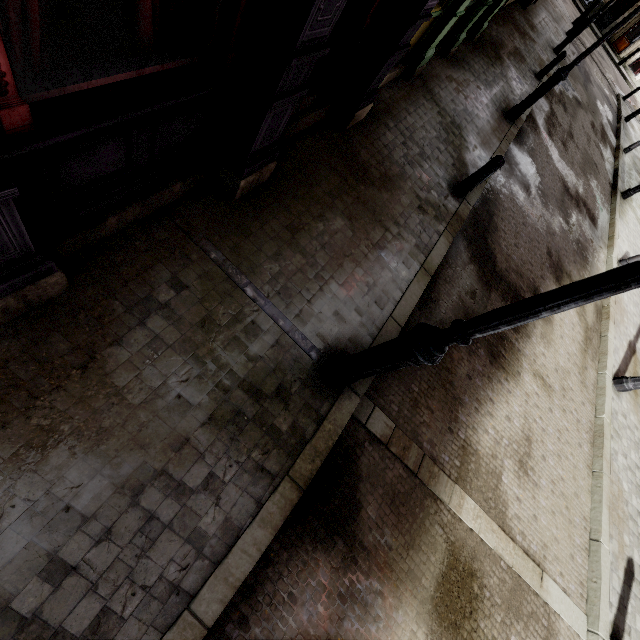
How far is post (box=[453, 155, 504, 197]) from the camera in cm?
572

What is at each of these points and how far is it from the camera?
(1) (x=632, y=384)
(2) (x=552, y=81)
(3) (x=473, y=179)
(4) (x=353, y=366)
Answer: (1) street light, 7.0 meters
(2) street light, 8.2 meters
(3) post, 6.1 meters
(4) street light, 3.2 meters

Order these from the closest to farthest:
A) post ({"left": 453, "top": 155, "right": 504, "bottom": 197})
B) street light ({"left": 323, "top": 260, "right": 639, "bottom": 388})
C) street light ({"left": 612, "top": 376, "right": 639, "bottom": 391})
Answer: street light ({"left": 323, "top": 260, "right": 639, "bottom": 388}) → post ({"left": 453, "top": 155, "right": 504, "bottom": 197}) → street light ({"left": 612, "top": 376, "right": 639, "bottom": 391})

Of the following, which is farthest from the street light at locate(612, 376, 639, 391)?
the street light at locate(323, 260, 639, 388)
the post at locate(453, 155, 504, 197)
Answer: the street light at locate(323, 260, 639, 388)

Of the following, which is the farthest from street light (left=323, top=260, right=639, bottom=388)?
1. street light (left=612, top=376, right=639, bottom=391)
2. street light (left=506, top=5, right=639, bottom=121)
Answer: street light (left=506, top=5, right=639, bottom=121)

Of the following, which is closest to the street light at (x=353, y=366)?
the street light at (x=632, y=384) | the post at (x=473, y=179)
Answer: the post at (x=473, y=179)

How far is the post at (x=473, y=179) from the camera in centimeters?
572cm

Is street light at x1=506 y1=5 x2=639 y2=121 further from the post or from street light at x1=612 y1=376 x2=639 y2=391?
street light at x1=612 y1=376 x2=639 y2=391
